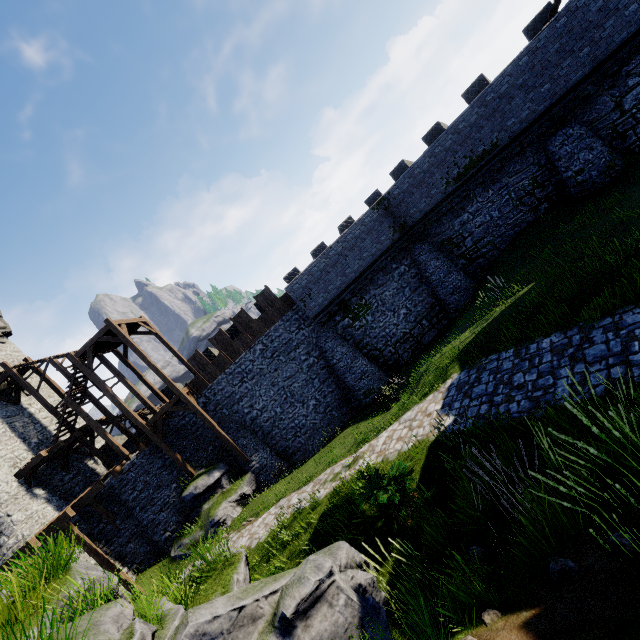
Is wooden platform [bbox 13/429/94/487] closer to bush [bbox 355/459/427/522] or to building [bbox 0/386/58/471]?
building [bbox 0/386/58/471]

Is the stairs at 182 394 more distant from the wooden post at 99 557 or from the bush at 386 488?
the bush at 386 488

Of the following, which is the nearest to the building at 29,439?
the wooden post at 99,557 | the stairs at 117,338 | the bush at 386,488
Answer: the stairs at 117,338

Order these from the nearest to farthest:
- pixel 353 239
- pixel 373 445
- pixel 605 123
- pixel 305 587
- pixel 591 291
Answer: pixel 305 587
pixel 591 291
pixel 373 445
pixel 605 123
pixel 353 239

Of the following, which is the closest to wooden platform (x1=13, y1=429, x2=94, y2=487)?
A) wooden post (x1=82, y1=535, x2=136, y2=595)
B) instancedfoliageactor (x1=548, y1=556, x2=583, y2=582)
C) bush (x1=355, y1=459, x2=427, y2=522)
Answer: wooden post (x1=82, y1=535, x2=136, y2=595)

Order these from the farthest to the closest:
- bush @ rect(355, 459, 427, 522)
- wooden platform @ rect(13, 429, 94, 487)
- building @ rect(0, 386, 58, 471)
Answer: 1. building @ rect(0, 386, 58, 471)
2. wooden platform @ rect(13, 429, 94, 487)
3. bush @ rect(355, 459, 427, 522)

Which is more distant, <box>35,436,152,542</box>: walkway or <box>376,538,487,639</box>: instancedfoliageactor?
<box>35,436,152,542</box>: walkway

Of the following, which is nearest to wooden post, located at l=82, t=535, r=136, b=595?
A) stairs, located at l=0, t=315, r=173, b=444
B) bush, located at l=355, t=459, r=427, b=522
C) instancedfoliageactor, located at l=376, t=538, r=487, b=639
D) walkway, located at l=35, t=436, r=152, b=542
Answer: walkway, located at l=35, t=436, r=152, b=542
